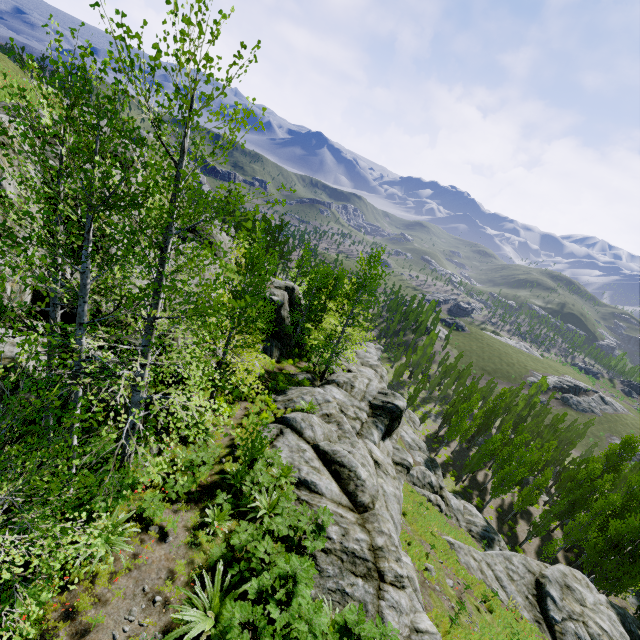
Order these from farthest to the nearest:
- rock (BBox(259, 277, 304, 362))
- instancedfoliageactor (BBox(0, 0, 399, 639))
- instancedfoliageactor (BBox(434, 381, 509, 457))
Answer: instancedfoliageactor (BBox(434, 381, 509, 457)) → rock (BBox(259, 277, 304, 362)) → instancedfoliageactor (BBox(0, 0, 399, 639))

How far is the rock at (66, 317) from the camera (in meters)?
10.99

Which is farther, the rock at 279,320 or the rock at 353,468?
the rock at 279,320

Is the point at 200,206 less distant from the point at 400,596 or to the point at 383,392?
the point at 400,596

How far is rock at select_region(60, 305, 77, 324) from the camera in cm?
1099

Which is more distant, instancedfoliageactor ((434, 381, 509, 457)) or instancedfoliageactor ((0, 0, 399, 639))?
instancedfoliageactor ((434, 381, 509, 457))

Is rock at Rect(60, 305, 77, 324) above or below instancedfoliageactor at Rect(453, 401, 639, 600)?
above

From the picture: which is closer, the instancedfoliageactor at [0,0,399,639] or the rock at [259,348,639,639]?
the instancedfoliageactor at [0,0,399,639]
